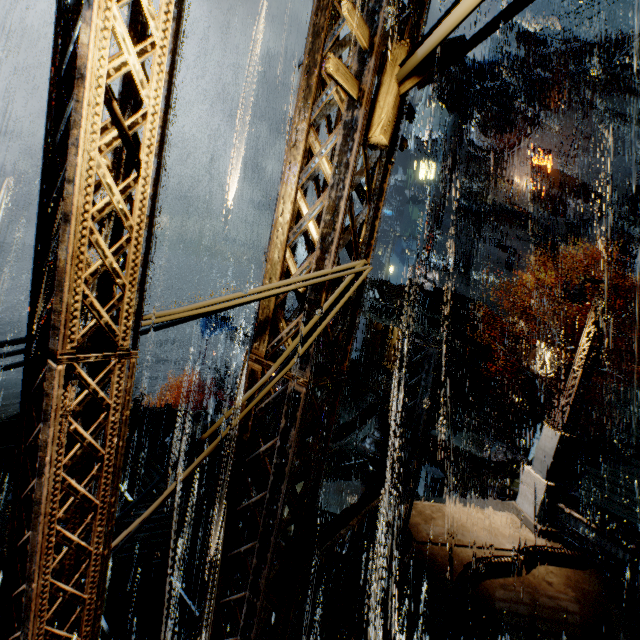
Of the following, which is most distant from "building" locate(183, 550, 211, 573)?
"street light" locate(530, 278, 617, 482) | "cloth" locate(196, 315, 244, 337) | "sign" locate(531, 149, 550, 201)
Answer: "cloth" locate(196, 315, 244, 337)

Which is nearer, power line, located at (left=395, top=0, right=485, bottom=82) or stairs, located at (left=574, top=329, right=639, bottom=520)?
power line, located at (left=395, top=0, right=485, bottom=82)

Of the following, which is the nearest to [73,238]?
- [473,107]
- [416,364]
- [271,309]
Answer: [271,309]

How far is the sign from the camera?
34.22m

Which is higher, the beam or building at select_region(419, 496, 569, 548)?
→ building at select_region(419, 496, 569, 548)

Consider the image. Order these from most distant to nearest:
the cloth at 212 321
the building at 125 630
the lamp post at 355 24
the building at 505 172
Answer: the building at 505 172, the cloth at 212 321, the building at 125 630, the lamp post at 355 24

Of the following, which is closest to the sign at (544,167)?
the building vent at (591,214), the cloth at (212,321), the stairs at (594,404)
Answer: the building vent at (591,214)

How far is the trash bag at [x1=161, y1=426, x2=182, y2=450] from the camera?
14.81m
